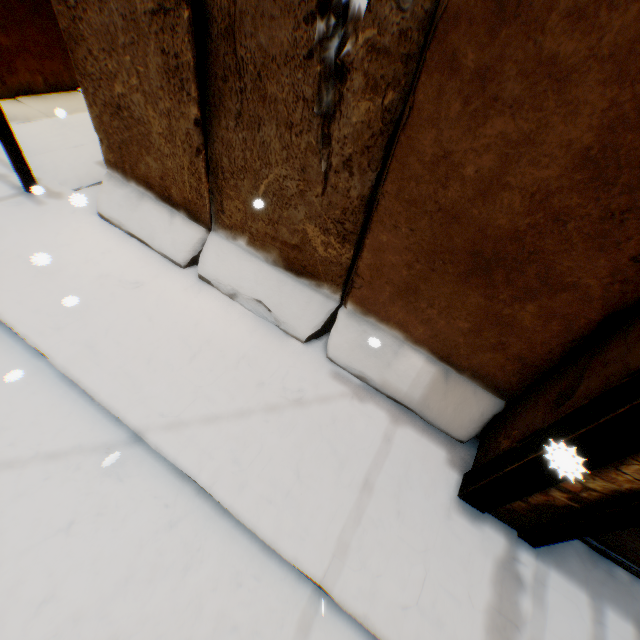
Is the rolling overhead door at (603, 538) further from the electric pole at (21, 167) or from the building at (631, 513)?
the electric pole at (21, 167)

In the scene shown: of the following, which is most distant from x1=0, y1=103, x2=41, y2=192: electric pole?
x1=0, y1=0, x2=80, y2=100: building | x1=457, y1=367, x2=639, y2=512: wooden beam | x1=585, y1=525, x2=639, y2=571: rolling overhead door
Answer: x1=585, y1=525, x2=639, y2=571: rolling overhead door

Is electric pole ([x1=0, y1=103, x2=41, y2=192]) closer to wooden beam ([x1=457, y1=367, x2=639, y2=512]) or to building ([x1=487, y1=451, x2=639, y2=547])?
building ([x1=487, y1=451, x2=639, y2=547])

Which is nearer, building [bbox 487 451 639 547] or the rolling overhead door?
building [bbox 487 451 639 547]

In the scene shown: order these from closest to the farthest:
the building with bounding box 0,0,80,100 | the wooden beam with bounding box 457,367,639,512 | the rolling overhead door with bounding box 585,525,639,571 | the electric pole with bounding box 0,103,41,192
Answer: the wooden beam with bounding box 457,367,639,512 < the rolling overhead door with bounding box 585,525,639,571 < the electric pole with bounding box 0,103,41,192 < the building with bounding box 0,0,80,100

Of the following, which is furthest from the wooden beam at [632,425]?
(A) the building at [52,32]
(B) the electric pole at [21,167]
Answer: (B) the electric pole at [21,167]

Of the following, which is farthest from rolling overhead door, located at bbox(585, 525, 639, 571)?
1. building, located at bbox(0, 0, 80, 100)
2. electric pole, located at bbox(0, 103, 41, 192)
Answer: electric pole, located at bbox(0, 103, 41, 192)

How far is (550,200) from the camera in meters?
2.1
